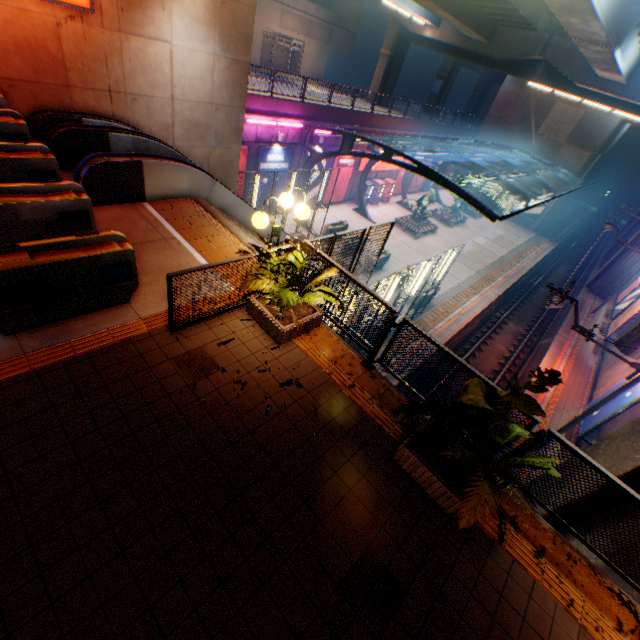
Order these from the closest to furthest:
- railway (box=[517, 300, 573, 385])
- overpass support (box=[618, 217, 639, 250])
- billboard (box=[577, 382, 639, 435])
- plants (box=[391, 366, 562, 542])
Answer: plants (box=[391, 366, 562, 542]) → billboard (box=[577, 382, 639, 435]) → railway (box=[517, 300, 573, 385]) → overpass support (box=[618, 217, 639, 250])

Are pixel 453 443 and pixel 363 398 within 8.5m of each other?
yes

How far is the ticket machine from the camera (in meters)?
21.86

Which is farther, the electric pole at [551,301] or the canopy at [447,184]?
the canopy at [447,184]

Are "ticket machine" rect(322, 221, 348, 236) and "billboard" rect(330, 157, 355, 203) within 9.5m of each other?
yes

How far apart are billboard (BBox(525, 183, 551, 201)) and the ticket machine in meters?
27.4 m

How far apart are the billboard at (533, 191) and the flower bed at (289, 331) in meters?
41.8

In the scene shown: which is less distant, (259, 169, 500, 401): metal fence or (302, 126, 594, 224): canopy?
(259, 169, 500, 401): metal fence
